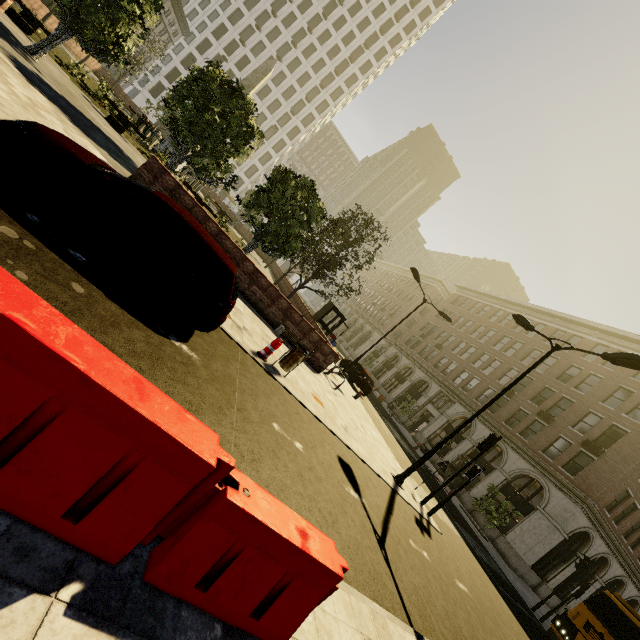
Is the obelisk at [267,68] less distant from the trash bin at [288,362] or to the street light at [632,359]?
the trash bin at [288,362]

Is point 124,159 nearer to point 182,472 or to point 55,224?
point 55,224

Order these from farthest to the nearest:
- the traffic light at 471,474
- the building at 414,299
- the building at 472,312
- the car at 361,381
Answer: the building at 414,299, the building at 472,312, the car at 361,381, the traffic light at 471,474

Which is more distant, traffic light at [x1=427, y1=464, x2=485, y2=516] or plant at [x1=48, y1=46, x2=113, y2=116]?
plant at [x1=48, y1=46, x2=113, y2=116]

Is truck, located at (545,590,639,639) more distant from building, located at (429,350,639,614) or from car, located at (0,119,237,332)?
car, located at (0,119,237,332)

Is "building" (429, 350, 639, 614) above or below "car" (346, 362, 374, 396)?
above

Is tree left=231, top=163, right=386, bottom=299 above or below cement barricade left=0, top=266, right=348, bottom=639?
above

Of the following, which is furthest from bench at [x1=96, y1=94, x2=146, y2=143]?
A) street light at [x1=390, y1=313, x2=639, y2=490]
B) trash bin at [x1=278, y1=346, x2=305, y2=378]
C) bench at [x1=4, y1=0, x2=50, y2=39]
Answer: street light at [x1=390, y1=313, x2=639, y2=490]
